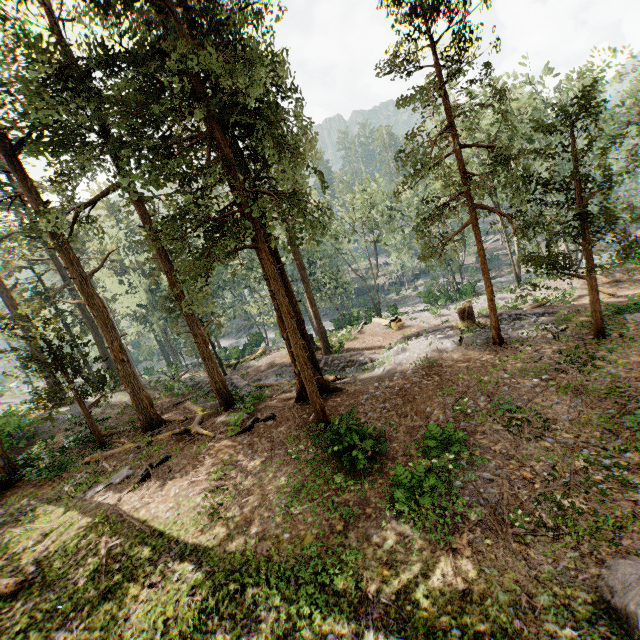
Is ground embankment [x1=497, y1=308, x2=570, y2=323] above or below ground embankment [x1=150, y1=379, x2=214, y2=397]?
above

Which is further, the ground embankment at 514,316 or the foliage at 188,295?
the ground embankment at 514,316

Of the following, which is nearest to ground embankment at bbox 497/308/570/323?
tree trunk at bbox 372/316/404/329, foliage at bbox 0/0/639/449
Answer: foliage at bbox 0/0/639/449

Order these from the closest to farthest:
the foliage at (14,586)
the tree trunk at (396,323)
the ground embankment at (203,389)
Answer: the foliage at (14,586) < the ground embankment at (203,389) < the tree trunk at (396,323)

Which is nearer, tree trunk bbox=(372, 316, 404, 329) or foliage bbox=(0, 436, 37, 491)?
foliage bbox=(0, 436, 37, 491)

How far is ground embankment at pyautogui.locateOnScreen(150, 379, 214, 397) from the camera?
23.9m

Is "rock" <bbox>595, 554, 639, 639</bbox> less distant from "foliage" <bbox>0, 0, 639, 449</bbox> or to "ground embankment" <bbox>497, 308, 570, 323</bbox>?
"foliage" <bbox>0, 0, 639, 449</bbox>

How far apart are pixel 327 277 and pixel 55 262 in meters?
28.3
